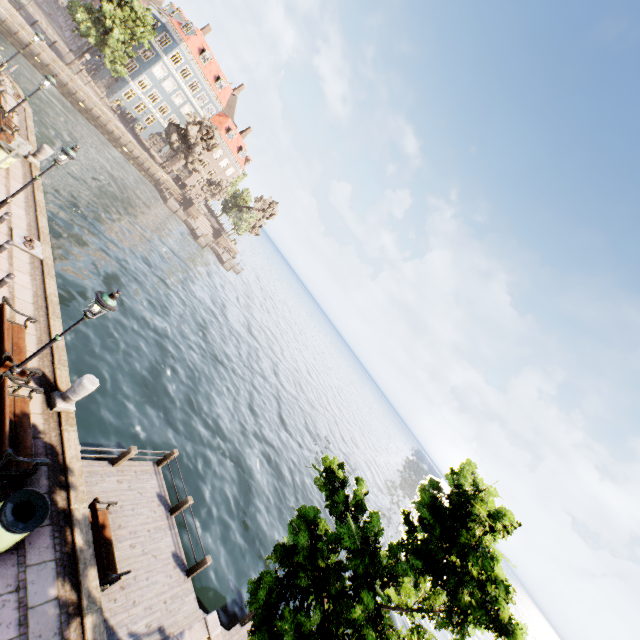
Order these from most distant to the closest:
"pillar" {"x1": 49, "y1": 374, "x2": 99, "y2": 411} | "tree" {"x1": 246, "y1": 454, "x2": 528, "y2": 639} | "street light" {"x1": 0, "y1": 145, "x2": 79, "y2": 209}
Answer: "street light" {"x1": 0, "y1": 145, "x2": 79, "y2": 209}, "pillar" {"x1": 49, "y1": 374, "x2": 99, "y2": 411}, "tree" {"x1": 246, "y1": 454, "x2": 528, "y2": 639}

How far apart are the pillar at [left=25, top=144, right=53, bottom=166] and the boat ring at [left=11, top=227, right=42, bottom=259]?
6.5 meters

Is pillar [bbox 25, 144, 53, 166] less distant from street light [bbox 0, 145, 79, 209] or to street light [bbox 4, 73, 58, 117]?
street light [bbox 4, 73, 58, 117]

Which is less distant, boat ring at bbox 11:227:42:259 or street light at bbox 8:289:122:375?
street light at bbox 8:289:122:375

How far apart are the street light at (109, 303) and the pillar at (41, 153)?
13.9 meters

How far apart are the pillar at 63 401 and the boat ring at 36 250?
6.0m

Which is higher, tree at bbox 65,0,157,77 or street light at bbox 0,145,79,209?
tree at bbox 65,0,157,77

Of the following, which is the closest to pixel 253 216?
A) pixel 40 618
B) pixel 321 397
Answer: pixel 321 397
